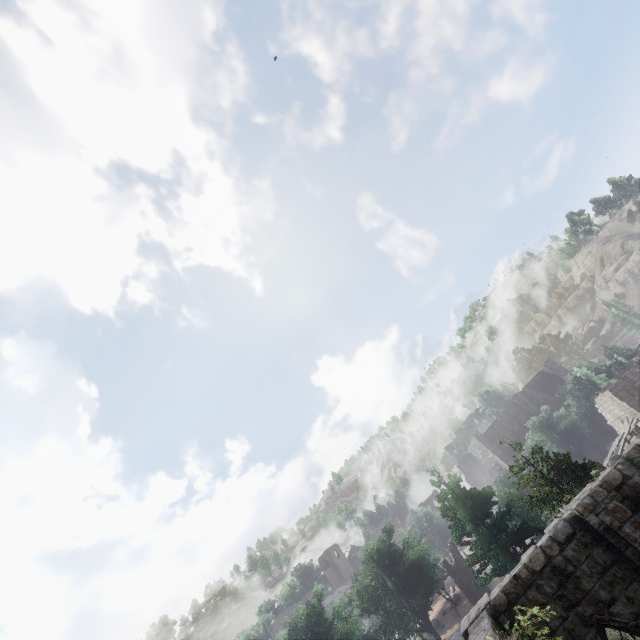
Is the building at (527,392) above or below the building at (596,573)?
above

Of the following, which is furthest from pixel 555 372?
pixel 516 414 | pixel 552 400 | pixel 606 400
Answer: pixel 606 400

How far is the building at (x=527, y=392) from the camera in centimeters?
5209cm

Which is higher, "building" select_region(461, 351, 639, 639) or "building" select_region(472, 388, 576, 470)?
"building" select_region(472, 388, 576, 470)

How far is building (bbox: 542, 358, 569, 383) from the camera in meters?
57.3 m

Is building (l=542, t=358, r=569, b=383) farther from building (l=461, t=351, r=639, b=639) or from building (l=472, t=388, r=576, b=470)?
building (l=461, t=351, r=639, b=639)

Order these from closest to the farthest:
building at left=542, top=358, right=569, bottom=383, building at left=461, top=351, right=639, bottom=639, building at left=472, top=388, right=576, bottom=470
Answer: building at left=461, top=351, right=639, bottom=639 → building at left=472, top=388, right=576, bottom=470 → building at left=542, top=358, right=569, bottom=383

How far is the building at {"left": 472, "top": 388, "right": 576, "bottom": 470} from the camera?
52.09m
